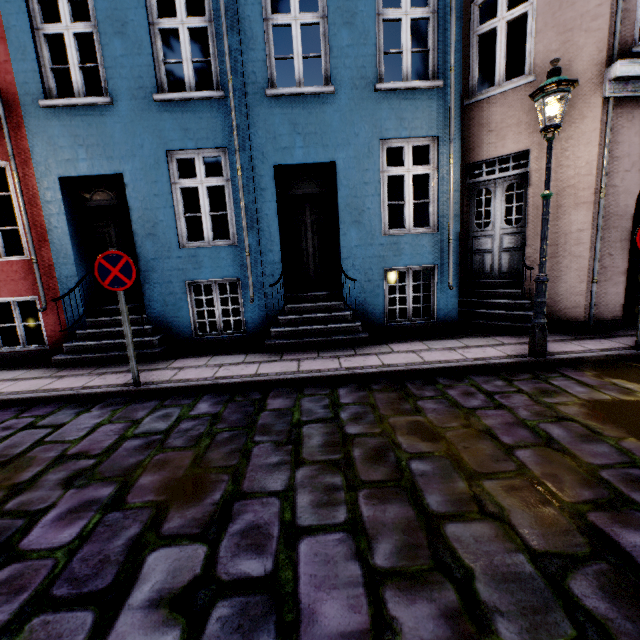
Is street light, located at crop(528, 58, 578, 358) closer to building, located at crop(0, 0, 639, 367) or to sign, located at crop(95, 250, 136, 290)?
building, located at crop(0, 0, 639, 367)

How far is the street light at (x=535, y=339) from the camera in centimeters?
407cm

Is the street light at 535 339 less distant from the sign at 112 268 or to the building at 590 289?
the building at 590 289

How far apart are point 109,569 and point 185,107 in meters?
6.7

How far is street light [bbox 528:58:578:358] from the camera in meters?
4.1 m

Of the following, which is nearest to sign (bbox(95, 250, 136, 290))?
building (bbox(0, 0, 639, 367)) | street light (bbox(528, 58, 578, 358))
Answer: building (bbox(0, 0, 639, 367))
